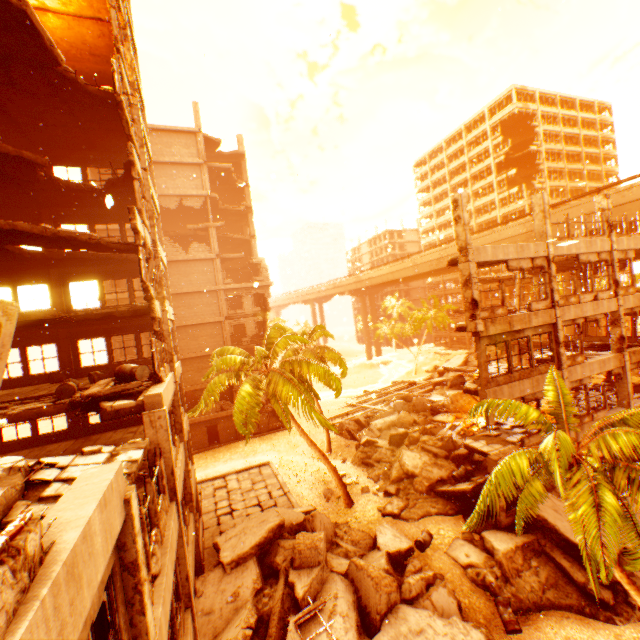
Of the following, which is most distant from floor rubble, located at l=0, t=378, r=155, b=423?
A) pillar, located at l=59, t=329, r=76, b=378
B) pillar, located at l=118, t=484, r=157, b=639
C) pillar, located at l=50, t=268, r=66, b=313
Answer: pillar, located at l=50, t=268, r=66, b=313

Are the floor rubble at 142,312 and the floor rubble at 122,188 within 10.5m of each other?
yes

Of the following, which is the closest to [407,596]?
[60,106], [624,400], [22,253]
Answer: [624,400]

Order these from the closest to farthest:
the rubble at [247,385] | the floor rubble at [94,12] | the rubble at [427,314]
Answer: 1. the floor rubble at [94,12]
2. the rubble at [247,385]
3. the rubble at [427,314]

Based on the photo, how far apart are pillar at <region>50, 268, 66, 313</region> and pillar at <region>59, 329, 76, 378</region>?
0.2 meters

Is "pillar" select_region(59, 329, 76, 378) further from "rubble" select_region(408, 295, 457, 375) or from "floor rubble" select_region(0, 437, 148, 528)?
"rubble" select_region(408, 295, 457, 375)

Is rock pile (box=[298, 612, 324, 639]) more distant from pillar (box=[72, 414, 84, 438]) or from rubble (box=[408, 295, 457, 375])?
pillar (box=[72, 414, 84, 438])

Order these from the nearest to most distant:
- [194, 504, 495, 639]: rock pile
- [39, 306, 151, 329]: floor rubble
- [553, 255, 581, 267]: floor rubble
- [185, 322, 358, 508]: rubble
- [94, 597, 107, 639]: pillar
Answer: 1. [94, 597, 107, 639]: pillar
2. [194, 504, 495, 639]: rock pile
3. [39, 306, 151, 329]: floor rubble
4. [185, 322, 358, 508]: rubble
5. [553, 255, 581, 267]: floor rubble
